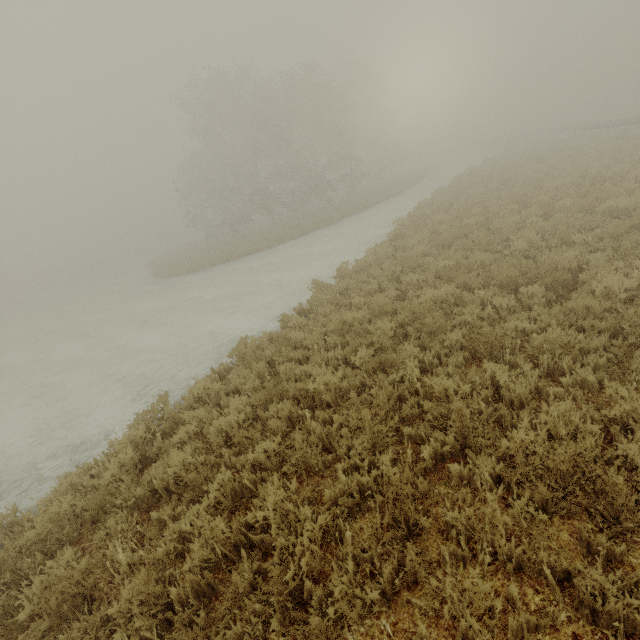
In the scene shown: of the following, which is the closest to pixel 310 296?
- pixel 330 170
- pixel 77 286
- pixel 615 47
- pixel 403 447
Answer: pixel 403 447
